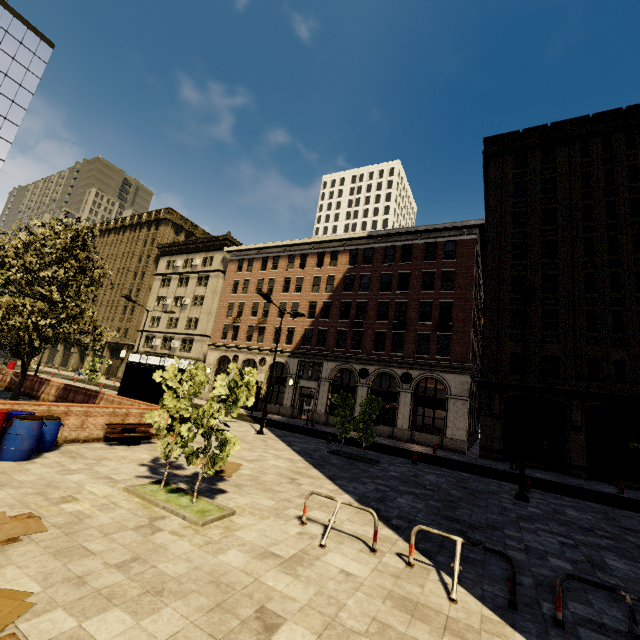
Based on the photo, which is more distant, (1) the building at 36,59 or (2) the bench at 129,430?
(1) the building at 36,59

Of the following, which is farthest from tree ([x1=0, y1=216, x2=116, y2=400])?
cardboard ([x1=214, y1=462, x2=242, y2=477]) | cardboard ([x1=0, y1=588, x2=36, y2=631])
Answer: cardboard ([x1=0, y1=588, x2=36, y2=631])

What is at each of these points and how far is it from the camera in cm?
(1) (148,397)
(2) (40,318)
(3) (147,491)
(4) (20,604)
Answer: (1) atm, 1448
(2) tree, 1102
(3) tree, 723
(4) cardboard, 354

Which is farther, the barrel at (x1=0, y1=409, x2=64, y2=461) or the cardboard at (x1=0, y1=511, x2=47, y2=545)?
the barrel at (x1=0, y1=409, x2=64, y2=461)

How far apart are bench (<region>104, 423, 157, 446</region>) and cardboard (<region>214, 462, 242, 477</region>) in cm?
232

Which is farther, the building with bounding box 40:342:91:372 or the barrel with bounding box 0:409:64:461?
the building with bounding box 40:342:91:372

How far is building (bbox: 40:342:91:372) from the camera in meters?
55.2

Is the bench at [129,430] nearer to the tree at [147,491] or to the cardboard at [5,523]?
the tree at [147,491]
